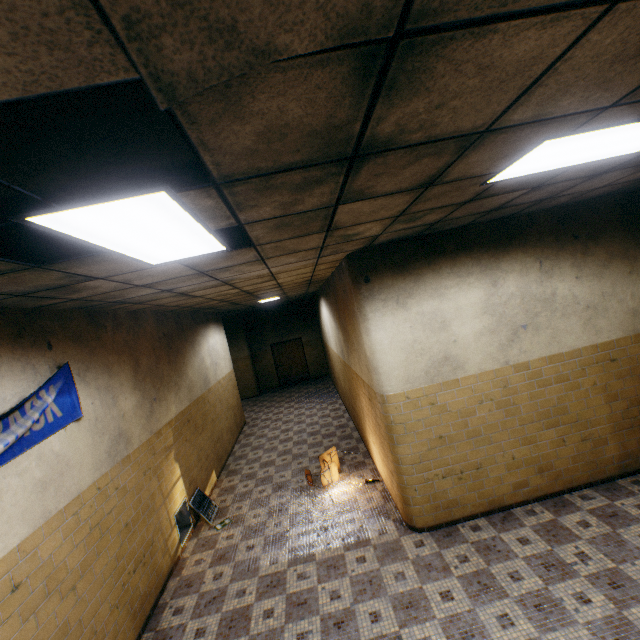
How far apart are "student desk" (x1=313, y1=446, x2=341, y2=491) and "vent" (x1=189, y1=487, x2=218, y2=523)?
1.9m

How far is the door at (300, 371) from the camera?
16.25m

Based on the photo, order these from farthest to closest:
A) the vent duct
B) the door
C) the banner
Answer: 1. the door
2. the vent duct
3. the banner

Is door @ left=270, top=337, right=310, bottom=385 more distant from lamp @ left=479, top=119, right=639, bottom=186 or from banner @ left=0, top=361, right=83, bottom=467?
lamp @ left=479, top=119, right=639, bottom=186

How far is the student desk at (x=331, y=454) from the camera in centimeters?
594cm

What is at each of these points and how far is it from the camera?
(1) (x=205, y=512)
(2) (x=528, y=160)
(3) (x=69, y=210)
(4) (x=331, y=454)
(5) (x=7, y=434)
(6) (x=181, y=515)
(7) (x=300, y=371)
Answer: (1) vent, 5.90m
(2) lamp, 2.16m
(3) lamp, 1.42m
(4) student desk, 6.45m
(5) banner, 2.73m
(6) vent duct, 5.67m
(7) door, 16.34m

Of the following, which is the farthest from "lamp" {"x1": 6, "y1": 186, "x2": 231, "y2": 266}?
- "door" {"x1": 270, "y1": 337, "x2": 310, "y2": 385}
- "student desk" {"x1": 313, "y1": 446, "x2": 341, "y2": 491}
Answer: "door" {"x1": 270, "y1": 337, "x2": 310, "y2": 385}

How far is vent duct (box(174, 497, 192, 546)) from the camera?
5.3m
